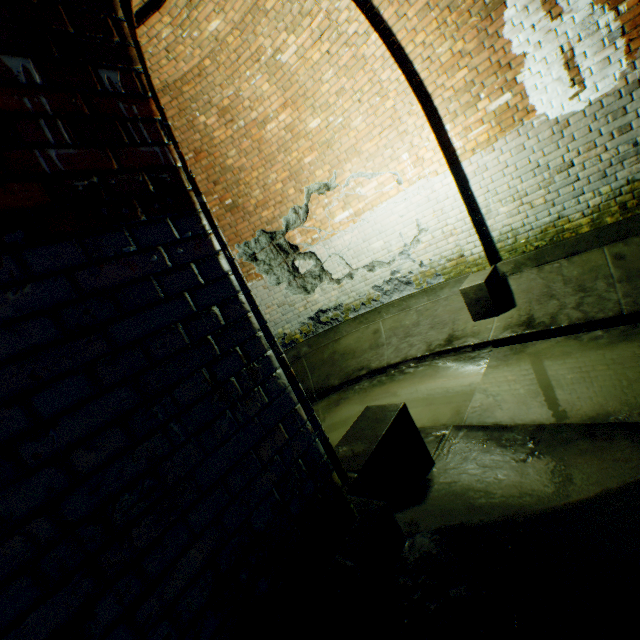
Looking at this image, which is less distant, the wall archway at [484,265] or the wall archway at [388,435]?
the wall archway at [388,435]

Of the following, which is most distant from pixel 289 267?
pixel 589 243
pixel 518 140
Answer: pixel 589 243

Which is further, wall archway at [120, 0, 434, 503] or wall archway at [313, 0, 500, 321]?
wall archway at [313, 0, 500, 321]

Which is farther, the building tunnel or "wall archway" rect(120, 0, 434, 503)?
"wall archway" rect(120, 0, 434, 503)

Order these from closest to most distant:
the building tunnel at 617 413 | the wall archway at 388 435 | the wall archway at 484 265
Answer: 1. the building tunnel at 617 413
2. the wall archway at 388 435
3. the wall archway at 484 265

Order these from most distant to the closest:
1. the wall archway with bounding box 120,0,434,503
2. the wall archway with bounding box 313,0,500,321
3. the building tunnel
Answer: the wall archway with bounding box 313,0,500,321 < the wall archway with bounding box 120,0,434,503 < the building tunnel
